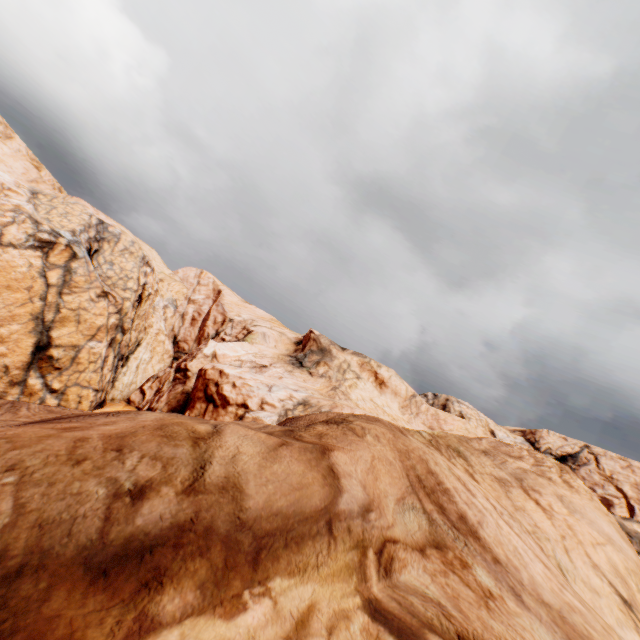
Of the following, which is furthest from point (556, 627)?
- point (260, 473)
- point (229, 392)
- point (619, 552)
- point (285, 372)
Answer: point (285, 372)
